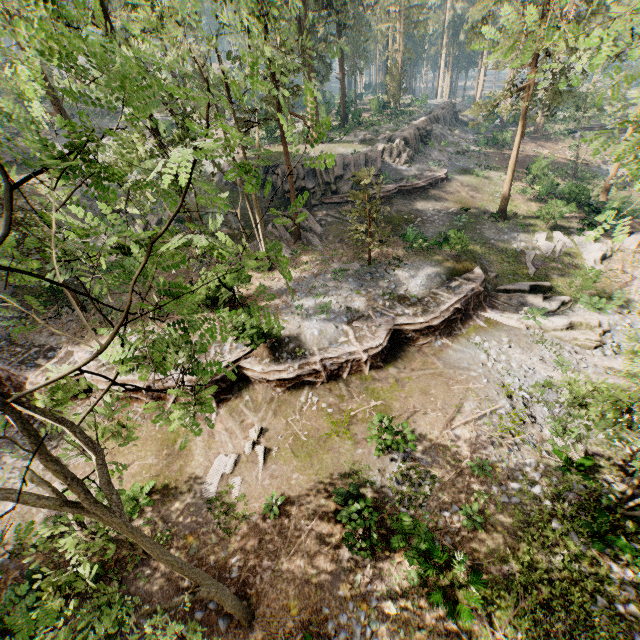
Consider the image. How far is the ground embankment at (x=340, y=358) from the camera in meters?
16.8

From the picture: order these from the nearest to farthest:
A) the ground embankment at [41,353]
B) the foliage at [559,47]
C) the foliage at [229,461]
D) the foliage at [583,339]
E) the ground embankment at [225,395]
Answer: the foliage at [559,47] → the foliage at [229,461] → the ground embankment at [225,395] → the ground embankment at [41,353] → the foliage at [583,339]

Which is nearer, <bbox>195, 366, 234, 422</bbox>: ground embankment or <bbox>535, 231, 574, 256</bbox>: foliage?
<bbox>195, 366, 234, 422</bbox>: ground embankment

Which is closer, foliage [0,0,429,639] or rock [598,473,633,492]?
foliage [0,0,429,639]

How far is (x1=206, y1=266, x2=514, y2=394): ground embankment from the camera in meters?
16.8 m

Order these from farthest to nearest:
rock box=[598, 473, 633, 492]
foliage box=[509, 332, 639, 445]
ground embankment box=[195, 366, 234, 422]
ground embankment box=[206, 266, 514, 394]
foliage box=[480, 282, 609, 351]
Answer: foliage box=[480, 282, 609, 351], ground embankment box=[206, 266, 514, 394], ground embankment box=[195, 366, 234, 422], rock box=[598, 473, 633, 492], foliage box=[509, 332, 639, 445]

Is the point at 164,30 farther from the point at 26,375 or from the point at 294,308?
the point at 26,375
